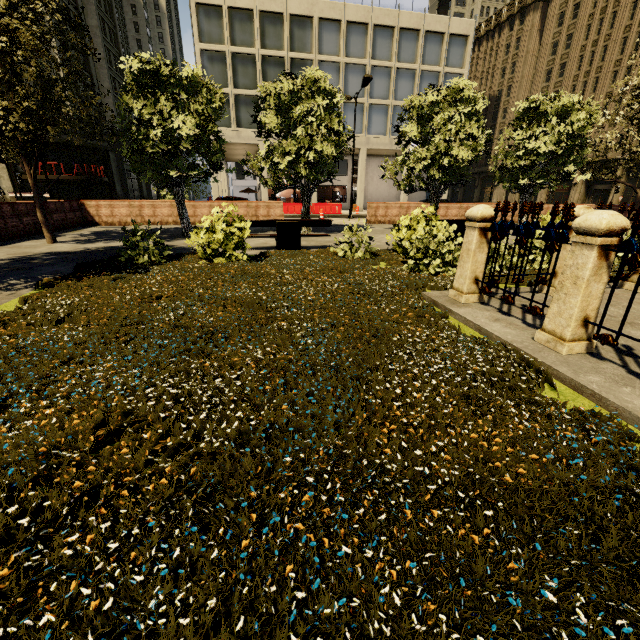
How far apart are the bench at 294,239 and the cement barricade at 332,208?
19.01m

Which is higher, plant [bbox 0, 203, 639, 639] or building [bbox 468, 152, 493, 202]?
building [bbox 468, 152, 493, 202]

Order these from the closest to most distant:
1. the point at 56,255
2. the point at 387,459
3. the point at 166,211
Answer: the point at 387,459 → the point at 56,255 → the point at 166,211

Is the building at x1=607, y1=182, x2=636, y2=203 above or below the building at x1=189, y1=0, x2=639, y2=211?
below

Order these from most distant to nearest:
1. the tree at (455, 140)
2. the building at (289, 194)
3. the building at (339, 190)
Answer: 1. the building at (339, 190)
2. the building at (289, 194)
3. the tree at (455, 140)

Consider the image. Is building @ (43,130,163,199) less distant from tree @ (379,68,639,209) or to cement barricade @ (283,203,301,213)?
tree @ (379,68,639,209)

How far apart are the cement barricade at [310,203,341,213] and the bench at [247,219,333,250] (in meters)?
19.01
